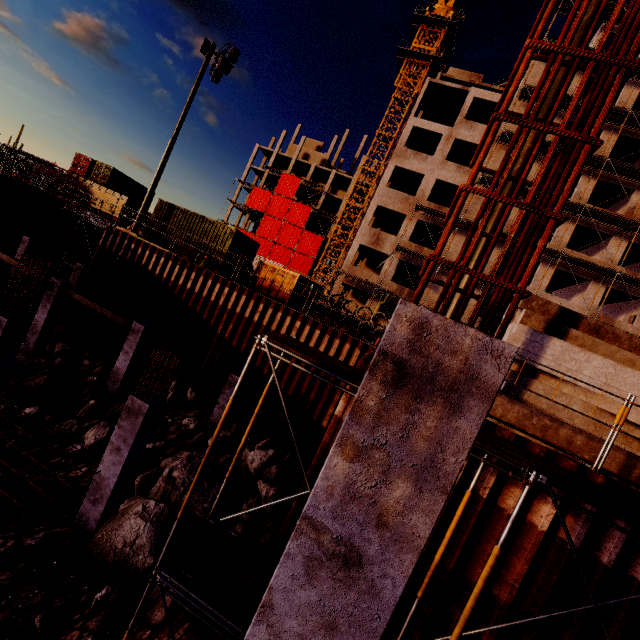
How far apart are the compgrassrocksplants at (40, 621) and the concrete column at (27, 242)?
23.6 meters

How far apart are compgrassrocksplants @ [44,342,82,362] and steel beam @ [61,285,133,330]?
2.2m

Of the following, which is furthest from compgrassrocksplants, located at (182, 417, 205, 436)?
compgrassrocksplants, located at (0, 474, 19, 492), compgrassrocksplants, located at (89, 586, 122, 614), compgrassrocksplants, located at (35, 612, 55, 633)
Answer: compgrassrocksplants, located at (35, 612, 55, 633)

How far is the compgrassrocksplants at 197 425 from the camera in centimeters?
1261cm

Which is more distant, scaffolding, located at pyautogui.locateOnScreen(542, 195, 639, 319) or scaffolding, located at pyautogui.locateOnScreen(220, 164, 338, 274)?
scaffolding, located at pyautogui.locateOnScreen(220, 164, 338, 274)

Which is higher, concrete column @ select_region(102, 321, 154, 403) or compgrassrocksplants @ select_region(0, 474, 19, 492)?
concrete column @ select_region(102, 321, 154, 403)

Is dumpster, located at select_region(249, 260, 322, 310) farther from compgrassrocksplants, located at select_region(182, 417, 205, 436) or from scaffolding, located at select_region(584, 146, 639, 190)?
compgrassrocksplants, located at select_region(182, 417, 205, 436)

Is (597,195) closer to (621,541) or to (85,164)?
(621,541)
